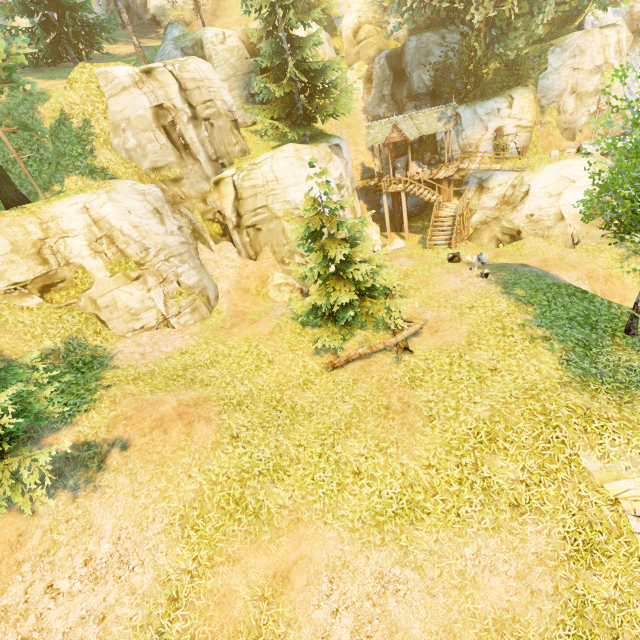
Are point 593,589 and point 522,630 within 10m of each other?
yes

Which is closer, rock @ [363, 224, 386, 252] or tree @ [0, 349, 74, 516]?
tree @ [0, 349, 74, 516]

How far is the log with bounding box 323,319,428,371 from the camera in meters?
11.5

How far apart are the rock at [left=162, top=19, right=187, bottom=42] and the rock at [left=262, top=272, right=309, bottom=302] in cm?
1745

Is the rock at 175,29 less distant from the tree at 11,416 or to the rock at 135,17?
the tree at 11,416

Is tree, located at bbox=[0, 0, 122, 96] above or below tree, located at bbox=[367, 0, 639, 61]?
above

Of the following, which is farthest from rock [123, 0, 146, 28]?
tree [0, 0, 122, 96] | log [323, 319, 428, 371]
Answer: log [323, 319, 428, 371]

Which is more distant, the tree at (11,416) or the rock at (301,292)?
→ the rock at (301,292)
